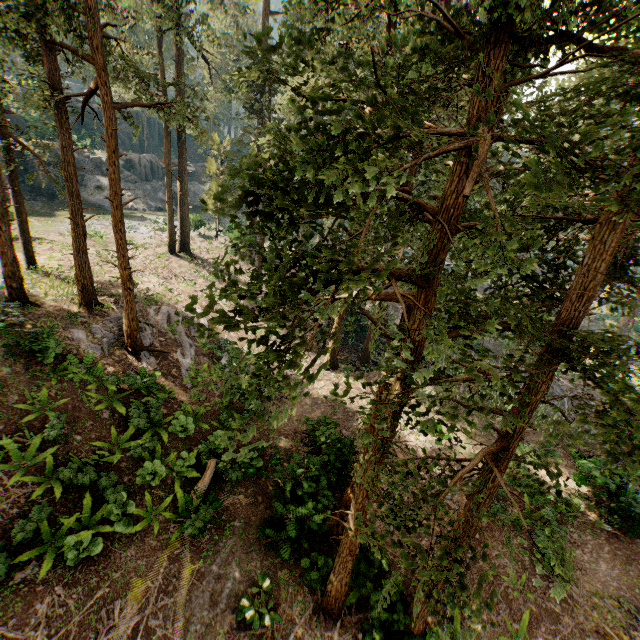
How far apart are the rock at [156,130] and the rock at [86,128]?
0.48m

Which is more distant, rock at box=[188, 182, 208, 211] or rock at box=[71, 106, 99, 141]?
rock at box=[188, 182, 208, 211]

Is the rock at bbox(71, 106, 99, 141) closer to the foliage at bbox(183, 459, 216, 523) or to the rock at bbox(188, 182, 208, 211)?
the foliage at bbox(183, 459, 216, 523)

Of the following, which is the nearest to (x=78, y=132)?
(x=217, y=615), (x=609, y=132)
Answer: (x=217, y=615)

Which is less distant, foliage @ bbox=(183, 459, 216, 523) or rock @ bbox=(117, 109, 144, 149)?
foliage @ bbox=(183, 459, 216, 523)

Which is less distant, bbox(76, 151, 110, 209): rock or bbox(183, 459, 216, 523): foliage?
bbox(183, 459, 216, 523): foliage

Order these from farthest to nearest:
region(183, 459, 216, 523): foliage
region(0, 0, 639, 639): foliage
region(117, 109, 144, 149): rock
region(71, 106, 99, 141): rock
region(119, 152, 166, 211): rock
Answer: region(117, 109, 144, 149): rock → region(71, 106, 99, 141): rock → region(119, 152, 166, 211): rock → region(183, 459, 216, 523): foliage → region(0, 0, 639, 639): foliage

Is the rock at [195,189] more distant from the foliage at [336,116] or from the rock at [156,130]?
the rock at [156,130]
